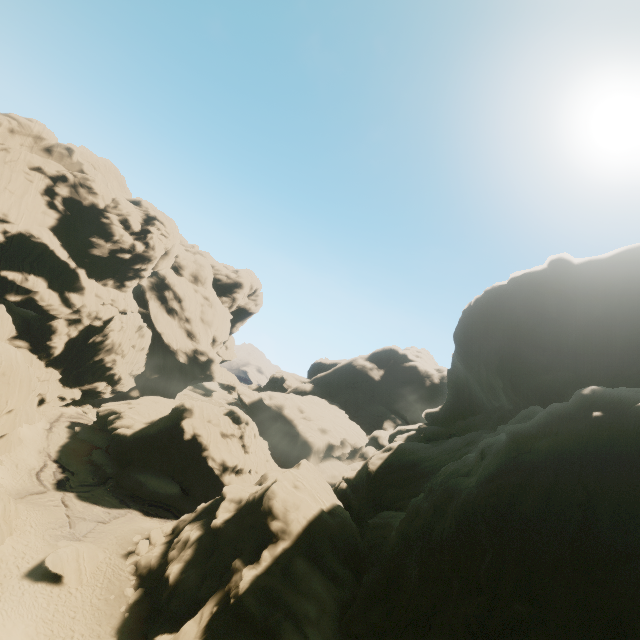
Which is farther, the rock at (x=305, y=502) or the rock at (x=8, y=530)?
the rock at (x=8, y=530)

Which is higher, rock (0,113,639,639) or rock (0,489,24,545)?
rock (0,113,639,639)

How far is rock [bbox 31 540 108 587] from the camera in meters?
23.1

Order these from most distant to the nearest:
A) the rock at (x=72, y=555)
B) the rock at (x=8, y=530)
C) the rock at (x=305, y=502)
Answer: the rock at (x=8, y=530), the rock at (x=72, y=555), the rock at (x=305, y=502)

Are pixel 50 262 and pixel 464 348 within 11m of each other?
no

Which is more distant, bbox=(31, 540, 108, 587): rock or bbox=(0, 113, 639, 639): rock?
bbox=(31, 540, 108, 587): rock
